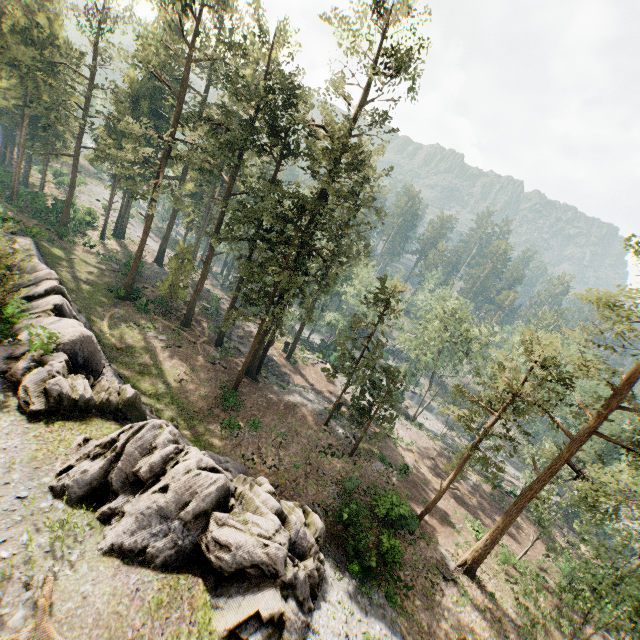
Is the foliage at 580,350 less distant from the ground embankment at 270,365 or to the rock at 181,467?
the ground embankment at 270,365

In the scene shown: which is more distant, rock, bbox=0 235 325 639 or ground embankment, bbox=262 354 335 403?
ground embankment, bbox=262 354 335 403

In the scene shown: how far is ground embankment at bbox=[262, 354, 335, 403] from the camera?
38.3m

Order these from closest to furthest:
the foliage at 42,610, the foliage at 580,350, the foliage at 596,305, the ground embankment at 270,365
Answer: the foliage at 42,610
the foliage at 596,305
the foliage at 580,350
the ground embankment at 270,365

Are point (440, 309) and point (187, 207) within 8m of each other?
no

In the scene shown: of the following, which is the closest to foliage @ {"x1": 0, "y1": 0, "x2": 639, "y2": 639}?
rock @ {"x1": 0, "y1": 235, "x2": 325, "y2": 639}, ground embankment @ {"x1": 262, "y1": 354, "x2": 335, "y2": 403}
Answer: ground embankment @ {"x1": 262, "y1": 354, "x2": 335, "y2": 403}

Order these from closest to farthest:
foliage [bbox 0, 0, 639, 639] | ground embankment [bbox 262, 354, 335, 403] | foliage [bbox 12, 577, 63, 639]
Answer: foliage [bbox 12, 577, 63, 639]
foliage [bbox 0, 0, 639, 639]
ground embankment [bbox 262, 354, 335, 403]
